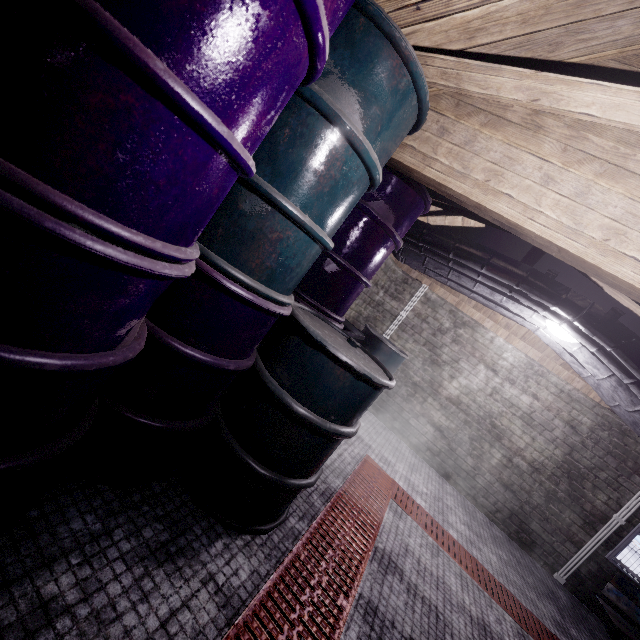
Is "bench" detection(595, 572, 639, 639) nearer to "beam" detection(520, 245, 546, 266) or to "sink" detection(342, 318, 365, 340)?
"beam" detection(520, 245, 546, 266)

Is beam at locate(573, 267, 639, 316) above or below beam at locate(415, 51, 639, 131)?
above

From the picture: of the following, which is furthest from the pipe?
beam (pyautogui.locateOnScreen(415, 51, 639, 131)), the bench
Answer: the bench

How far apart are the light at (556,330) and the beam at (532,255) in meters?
0.5

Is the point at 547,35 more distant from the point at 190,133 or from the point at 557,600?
the point at 557,600

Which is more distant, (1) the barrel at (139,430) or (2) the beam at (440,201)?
(2) the beam at (440,201)

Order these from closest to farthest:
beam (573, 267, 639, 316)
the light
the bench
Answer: beam (573, 267, 639, 316) < the light < the bench

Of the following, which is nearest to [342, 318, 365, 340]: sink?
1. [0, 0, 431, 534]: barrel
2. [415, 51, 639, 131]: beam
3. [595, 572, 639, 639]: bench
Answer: [0, 0, 431, 534]: barrel
